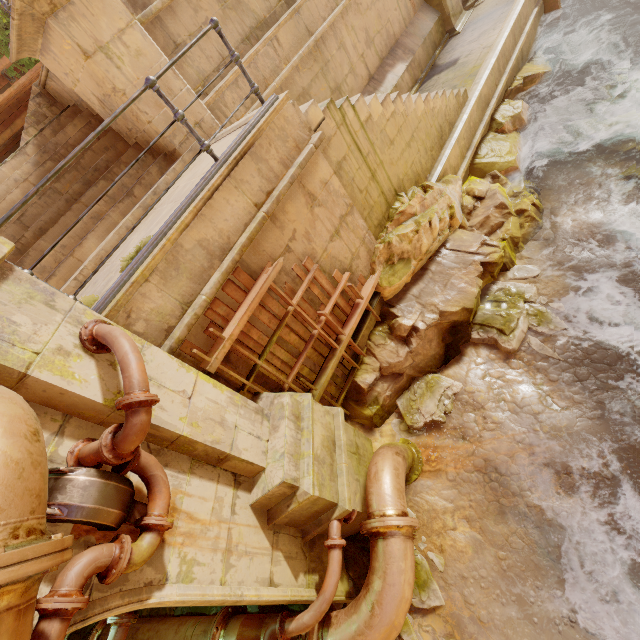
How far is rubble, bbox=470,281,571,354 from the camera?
5.5 meters

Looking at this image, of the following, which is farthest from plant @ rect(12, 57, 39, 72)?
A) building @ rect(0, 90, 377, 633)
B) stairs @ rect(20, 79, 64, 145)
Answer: stairs @ rect(20, 79, 64, 145)

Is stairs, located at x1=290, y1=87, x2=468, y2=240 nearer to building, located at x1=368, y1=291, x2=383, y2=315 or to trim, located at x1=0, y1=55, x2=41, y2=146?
building, located at x1=368, y1=291, x2=383, y2=315

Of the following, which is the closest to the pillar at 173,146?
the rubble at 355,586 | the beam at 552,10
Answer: the rubble at 355,586

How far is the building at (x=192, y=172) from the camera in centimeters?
404cm

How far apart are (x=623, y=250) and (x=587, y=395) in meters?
2.9 m

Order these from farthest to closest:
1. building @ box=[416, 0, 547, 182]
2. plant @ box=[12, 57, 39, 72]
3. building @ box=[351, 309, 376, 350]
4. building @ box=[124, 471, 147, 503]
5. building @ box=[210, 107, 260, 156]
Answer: plant @ box=[12, 57, 39, 72] → building @ box=[416, 0, 547, 182] → building @ box=[351, 309, 376, 350] → building @ box=[210, 107, 260, 156] → building @ box=[124, 471, 147, 503]

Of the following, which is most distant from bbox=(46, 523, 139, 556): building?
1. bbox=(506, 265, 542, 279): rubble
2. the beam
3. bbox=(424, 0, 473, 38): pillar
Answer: the beam
